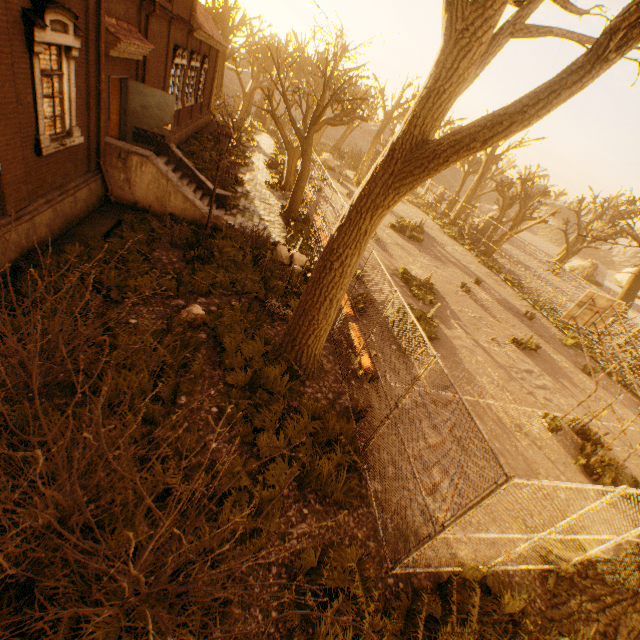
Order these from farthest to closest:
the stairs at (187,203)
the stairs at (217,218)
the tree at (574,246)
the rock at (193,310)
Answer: the tree at (574,246), the stairs at (217,218), the stairs at (187,203), the rock at (193,310)

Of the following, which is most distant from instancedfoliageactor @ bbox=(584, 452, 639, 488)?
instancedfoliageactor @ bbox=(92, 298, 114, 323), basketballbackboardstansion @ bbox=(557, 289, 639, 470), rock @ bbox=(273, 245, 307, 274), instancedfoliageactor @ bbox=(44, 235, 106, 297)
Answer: instancedfoliageactor @ bbox=(92, 298, 114, 323)

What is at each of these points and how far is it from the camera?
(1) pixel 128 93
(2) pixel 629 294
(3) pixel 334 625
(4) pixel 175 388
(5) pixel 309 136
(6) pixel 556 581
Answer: (1) door, 11.3 meters
(2) tree, 28.0 meters
(3) instancedfoliageactor, 4.2 meters
(4) instancedfoliageactor, 5.9 meters
(5) tree, 14.9 meters
(6) instancedfoliageactor, 6.0 meters

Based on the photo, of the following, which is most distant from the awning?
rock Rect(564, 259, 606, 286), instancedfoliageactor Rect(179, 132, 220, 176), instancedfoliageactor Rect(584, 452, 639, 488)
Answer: rock Rect(564, 259, 606, 286)

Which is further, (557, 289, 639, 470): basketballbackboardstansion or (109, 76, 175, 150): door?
(109, 76, 175, 150): door

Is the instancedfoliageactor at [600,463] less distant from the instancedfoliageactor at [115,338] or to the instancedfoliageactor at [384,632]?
the instancedfoliageactor at [384,632]

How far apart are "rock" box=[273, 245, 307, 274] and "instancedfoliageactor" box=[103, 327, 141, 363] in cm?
592

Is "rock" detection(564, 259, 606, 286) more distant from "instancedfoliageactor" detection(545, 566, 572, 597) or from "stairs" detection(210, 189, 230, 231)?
"instancedfoliageactor" detection(545, 566, 572, 597)
